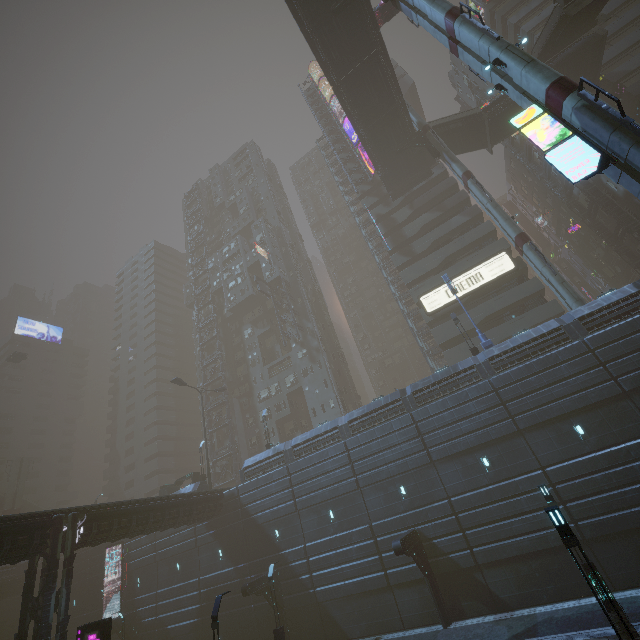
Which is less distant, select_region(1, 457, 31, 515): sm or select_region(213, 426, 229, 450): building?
select_region(213, 426, 229, 450): building

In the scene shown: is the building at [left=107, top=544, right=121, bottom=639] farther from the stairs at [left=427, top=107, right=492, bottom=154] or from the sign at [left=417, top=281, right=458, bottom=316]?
the stairs at [left=427, top=107, right=492, bottom=154]

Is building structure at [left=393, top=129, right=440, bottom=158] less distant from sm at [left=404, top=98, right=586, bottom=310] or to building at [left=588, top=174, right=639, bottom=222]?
sm at [left=404, top=98, right=586, bottom=310]

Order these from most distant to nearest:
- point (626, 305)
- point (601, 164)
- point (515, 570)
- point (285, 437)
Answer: point (285, 437) < point (626, 305) < point (515, 570) < point (601, 164)

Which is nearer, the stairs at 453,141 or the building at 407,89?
the stairs at 453,141

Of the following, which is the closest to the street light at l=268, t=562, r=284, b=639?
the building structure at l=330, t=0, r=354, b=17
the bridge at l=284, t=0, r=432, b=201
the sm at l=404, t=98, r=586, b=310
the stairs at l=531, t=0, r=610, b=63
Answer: the sm at l=404, t=98, r=586, b=310

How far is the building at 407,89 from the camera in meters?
58.0 m

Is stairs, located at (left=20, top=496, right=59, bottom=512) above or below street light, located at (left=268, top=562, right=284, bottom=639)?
above
